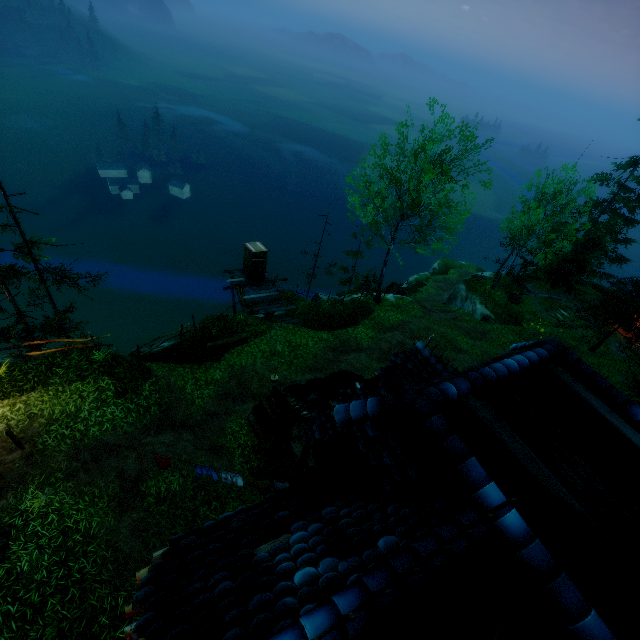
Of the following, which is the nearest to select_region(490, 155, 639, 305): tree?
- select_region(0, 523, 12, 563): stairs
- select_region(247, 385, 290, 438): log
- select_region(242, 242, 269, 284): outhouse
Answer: select_region(242, 242, 269, 284): outhouse

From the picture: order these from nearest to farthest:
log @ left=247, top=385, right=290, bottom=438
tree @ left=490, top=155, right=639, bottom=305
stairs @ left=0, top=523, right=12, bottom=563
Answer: stairs @ left=0, top=523, right=12, bottom=563
log @ left=247, top=385, right=290, bottom=438
tree @ left=490, top=155, right=639, bottom=305

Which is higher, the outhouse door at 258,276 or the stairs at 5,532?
the stairs at 5,532

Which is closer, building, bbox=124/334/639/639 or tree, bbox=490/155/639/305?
building, bbox=124/334/639/639

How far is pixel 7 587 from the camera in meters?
7.4 m

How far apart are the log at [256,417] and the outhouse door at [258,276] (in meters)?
9.93

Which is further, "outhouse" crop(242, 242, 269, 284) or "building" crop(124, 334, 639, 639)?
"outhouse" crop(242, 242, 269, 284)

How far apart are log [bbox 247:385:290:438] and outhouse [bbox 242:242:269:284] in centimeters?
990cm
